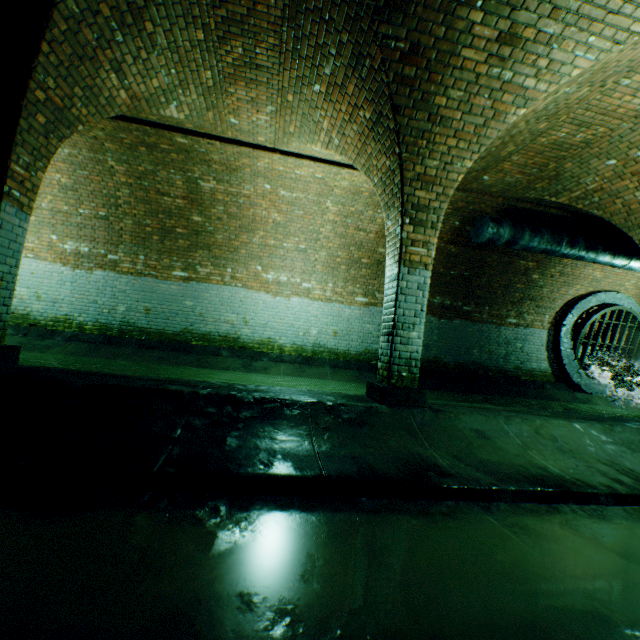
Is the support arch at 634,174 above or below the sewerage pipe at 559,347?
above

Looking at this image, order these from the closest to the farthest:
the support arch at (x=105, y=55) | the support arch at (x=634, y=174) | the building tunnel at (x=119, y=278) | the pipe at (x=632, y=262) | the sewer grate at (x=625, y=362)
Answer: the building tunnel at (x=119, y=278)
the support arch at (x=105, y=55)
the support arch at (x=634, y=174)
the pipe at (x=632, y=262)
the sewer grate at (x=625, y=362)

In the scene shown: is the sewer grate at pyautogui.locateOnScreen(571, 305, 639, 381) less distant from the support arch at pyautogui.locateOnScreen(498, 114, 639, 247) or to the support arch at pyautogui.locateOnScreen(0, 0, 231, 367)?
the support arch at pyautogui.locateOnScreen(498, 114, 639, 247)

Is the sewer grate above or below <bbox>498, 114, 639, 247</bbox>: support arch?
below

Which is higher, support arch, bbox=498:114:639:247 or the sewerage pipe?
support arch, bbox=498:114:639:247

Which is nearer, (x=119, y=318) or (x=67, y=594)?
(x=67, y=594)

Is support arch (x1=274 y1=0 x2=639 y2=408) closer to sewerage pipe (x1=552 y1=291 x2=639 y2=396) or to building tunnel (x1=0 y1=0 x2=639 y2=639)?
building tunnel (x1=0 y1=0 x2=639 y2=639)

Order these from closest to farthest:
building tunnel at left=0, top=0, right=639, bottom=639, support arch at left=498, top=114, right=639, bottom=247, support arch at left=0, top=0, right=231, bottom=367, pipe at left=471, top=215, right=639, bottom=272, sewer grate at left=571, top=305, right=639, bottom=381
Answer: building tunnel at left=0, top=0, right=639, bottom=639 < support arch at left=0, top=0, right=231, bottom=367 < support arch at left=498, top=114, right=639, bottom=247 < pipe at left=471, top=215, right=639, bottom=272 < sewer grate at left=571, top=305, right=639, bottom=381
